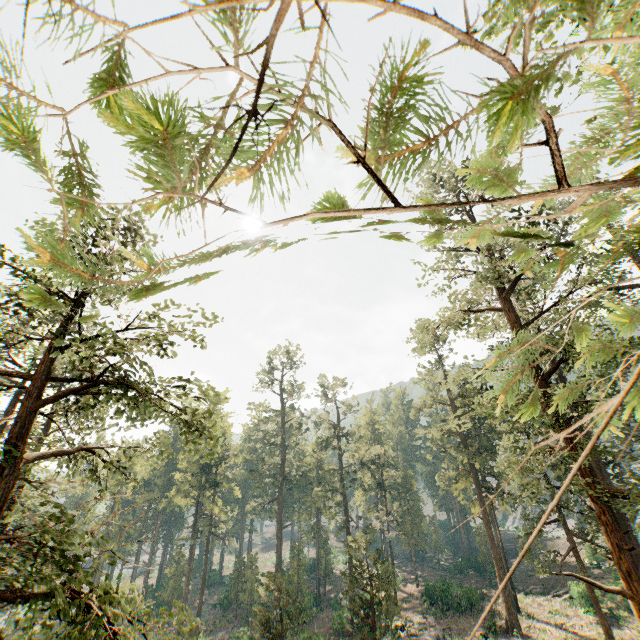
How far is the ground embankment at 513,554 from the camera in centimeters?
5572cm

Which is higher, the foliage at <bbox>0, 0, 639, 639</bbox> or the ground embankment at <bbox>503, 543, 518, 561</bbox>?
the foliage at <bbox>0, 0, 639, 639</bbox>

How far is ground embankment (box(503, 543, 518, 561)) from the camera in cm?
5572

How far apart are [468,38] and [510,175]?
1.10m

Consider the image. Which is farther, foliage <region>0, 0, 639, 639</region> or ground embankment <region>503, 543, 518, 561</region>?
ground embankment <region>503, 543, 518, 561</region>

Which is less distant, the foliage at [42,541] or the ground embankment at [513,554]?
the foliage at [42,541]
